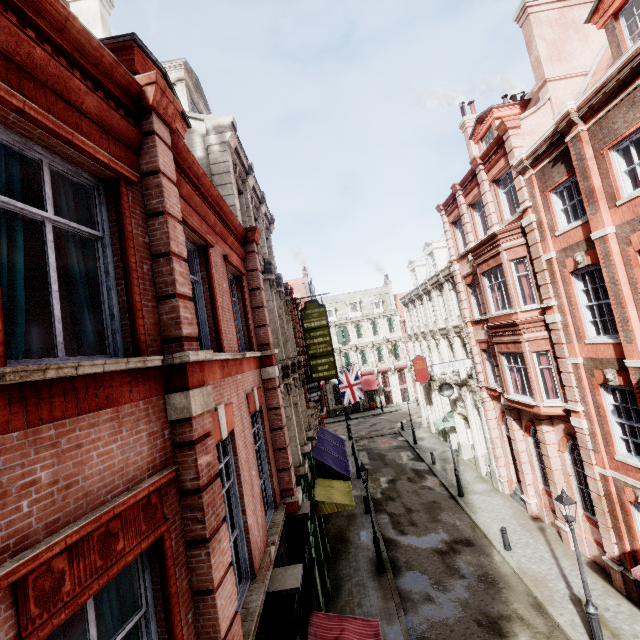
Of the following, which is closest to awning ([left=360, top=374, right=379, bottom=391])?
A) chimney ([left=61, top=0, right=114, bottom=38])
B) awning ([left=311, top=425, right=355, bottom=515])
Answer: awning ([left=311, top=425, right=355, bottom=515])

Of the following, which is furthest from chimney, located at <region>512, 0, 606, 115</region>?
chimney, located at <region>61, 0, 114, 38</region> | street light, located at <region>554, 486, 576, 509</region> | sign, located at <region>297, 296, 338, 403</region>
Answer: chimney, located at <region>61, 0, 114, 38</region>

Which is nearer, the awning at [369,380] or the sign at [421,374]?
the sign at [421,374]

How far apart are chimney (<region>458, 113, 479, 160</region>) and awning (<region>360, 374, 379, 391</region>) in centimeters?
3119cm

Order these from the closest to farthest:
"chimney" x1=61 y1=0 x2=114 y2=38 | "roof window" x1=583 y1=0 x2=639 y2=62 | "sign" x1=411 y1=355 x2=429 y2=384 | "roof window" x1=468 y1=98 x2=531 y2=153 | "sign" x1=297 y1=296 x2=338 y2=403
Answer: "roof window" x1=583 y1=0 x2=639 y2=62
"chimney" x1=61 y1=0 x2=114 y2=38
"roof window" x1=468 y1=98 x2=531 y2=153
"sign" x1=297 y1=296 x2=338 y2=403
"sign" x1=411 y1=355 x2=429 y2=384

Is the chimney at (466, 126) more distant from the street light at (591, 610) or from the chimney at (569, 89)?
the street light at (591, 610)

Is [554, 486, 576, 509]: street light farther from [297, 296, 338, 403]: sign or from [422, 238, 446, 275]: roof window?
[422, 238, 446, 275]: roof window

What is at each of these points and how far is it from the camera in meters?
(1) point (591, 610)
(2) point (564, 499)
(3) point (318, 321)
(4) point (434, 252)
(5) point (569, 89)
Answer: (1) street light, 9.6
(2) street light, 9.9
(3) sign, 17.7
(4) roof window, 25.9
(5) chimney, 13.0
